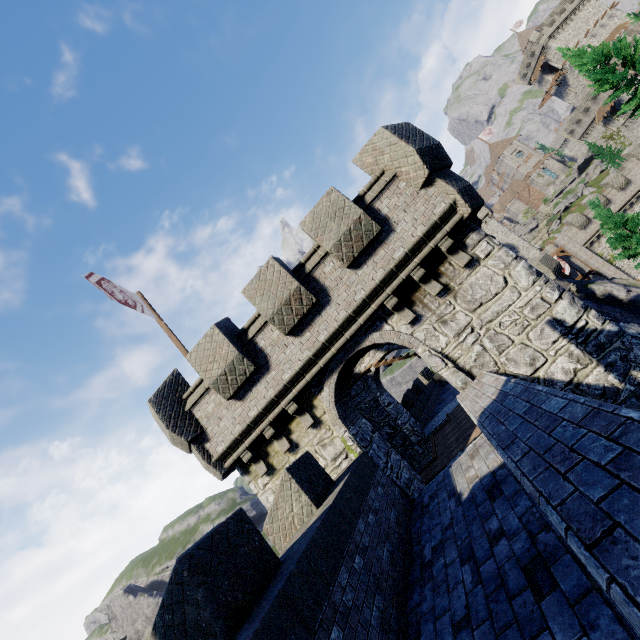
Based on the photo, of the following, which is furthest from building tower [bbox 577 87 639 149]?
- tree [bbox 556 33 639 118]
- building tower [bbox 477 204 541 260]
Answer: tree [bbox 556 33 639 118]

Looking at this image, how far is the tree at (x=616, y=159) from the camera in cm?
5759

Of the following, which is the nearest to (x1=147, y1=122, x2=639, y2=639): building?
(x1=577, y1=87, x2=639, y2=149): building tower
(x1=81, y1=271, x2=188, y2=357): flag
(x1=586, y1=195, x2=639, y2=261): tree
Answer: (x1=81, y1=271, x2=188, y2=357): flag

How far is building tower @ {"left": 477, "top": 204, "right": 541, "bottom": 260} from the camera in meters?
46.3 m

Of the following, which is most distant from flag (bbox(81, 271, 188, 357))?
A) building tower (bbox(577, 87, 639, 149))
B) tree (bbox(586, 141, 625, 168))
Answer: building tower (bbox(577, 87, 639, 149))

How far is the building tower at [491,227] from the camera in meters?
46.3

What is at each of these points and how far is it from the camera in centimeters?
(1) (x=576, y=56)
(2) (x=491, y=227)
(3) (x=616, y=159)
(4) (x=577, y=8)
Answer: (1) tree, 2439cm
(2) building tower, 4819cm
(3) tree, 5800cm
(4) building, 5853cm

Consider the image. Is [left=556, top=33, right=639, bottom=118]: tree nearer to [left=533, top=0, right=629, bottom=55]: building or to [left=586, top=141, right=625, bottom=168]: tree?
[left=586, top=141, right=625, bottom=168]: tree
